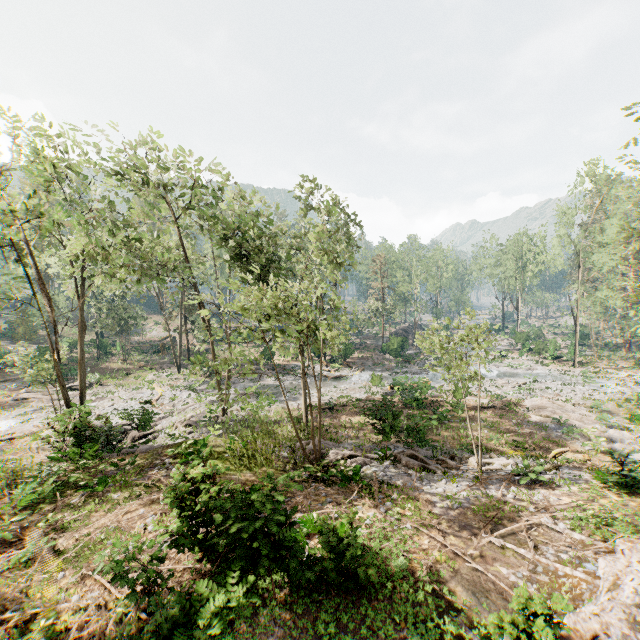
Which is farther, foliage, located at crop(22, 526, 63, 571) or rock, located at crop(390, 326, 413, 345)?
rock, located at crop(390, 326, 413, 345)

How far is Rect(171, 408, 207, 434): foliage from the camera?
22.2 meters

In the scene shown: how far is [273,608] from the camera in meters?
7.4

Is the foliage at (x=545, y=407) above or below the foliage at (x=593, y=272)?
below

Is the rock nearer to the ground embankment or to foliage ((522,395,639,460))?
foliage ((522,395,639,460))

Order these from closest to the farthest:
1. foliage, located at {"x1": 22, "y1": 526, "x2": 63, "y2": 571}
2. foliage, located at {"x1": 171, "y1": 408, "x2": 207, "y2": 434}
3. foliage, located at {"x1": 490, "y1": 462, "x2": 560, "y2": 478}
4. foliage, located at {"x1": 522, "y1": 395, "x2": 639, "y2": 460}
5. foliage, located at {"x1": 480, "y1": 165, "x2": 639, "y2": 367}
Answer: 1. foliage, located at {"x1": 22, "y1": 526, "x2": 63, "y2": 571}
2. foliage, located at {"x1": 490, "y1": 462, "x2": 560, "y2": 478}
3. foliage, located at {"x1": 522, "y1": 395, "x2": 639, "y2": 460}
4. foliage, located at {"x1": 171, "y1": 408, "x2": 207, "y2": 434}
5. foliage, located at {"x1": 480, "y1": 165, "x2": 639, "y2": 367}

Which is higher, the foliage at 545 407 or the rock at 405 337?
the rock at 405 337
